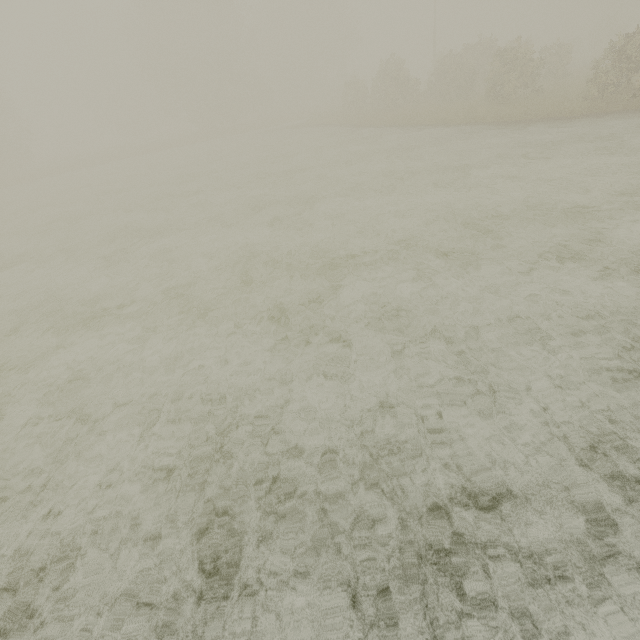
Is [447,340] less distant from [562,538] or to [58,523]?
[562,538]
